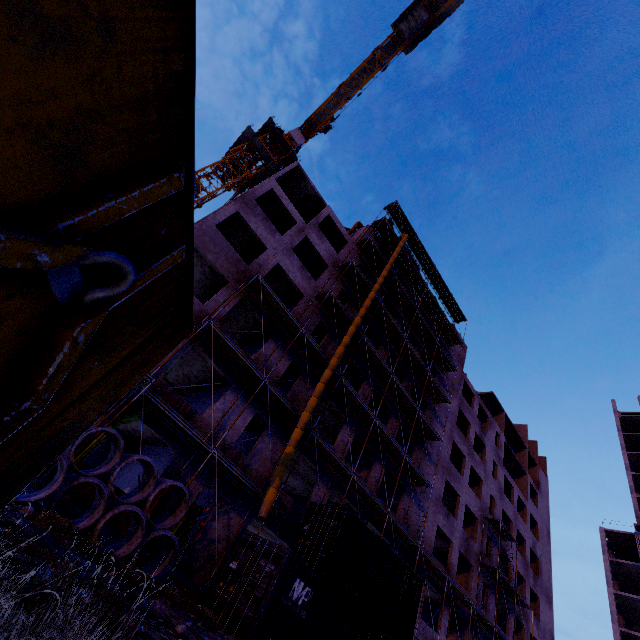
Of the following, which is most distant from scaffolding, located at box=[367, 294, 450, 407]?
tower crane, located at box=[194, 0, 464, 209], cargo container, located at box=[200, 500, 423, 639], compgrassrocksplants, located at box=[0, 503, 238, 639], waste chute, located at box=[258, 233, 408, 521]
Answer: tower crane, located at box=[194, 0, 464, 209]

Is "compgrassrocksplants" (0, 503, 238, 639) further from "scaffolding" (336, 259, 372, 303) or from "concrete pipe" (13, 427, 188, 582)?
"scaffolding" (336, 259, 372, 303)

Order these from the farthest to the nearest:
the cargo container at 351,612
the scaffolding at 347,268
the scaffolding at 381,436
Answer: the scaffolding at 347,268
the scaffolding at 381,436
the cargo container at 351,612

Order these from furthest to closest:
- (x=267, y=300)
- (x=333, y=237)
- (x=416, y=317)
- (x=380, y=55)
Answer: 1. (x=380, y=55)
2. (x=416, y=317)
3. (x=333, y=237)
4. (x=267, y=300)

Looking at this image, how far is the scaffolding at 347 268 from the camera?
24.1m

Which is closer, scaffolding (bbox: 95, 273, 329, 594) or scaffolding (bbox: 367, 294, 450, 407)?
scaffolding (bbox: 95, 273, 329, 594)

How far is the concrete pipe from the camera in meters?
7.9 m

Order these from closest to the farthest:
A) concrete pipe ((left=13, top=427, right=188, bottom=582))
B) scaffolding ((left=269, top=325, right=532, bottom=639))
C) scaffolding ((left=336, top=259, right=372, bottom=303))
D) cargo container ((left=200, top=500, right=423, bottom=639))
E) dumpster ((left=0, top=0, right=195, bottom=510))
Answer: dumpster ((left=0, top=0, right=195, bottom=510)) → concrete pipe ((left=13, top=427, right=188, bottom=582)) → cargo container ((left=200, top=500, right=423, bottom=639)) → scaffolding ((left=269, top=325, right=532, bottom=639)) → scaffolding ((left=336, top=259, right=372, bottom=303))
